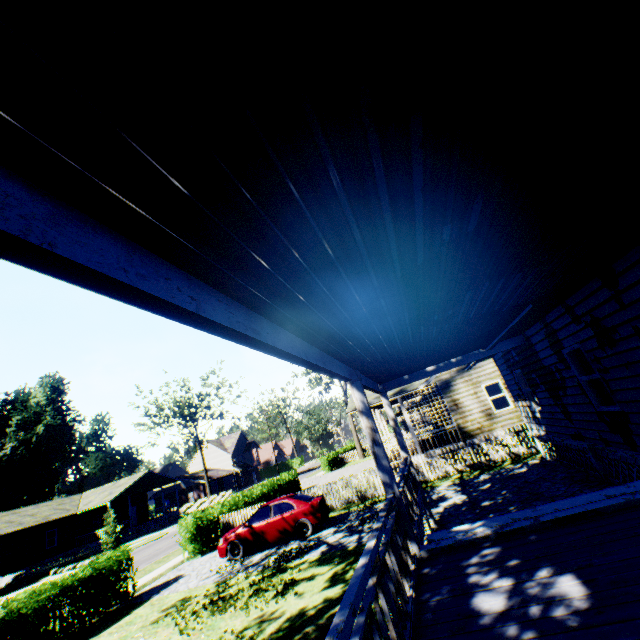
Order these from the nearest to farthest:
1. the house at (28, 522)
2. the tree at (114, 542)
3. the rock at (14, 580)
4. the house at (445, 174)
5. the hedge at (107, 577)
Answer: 1. the house at (445, 174)
2. the hedge at (107, 577)
3. the rock at (14, 580)
4. the tree at (114, 542)
5. the house at (28, 522)

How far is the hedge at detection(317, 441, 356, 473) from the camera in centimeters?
3838cm

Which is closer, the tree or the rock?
the rock

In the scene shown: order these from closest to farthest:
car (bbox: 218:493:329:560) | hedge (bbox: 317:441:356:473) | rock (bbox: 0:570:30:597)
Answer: car (bbox: 218:493:329:560), rock (bbox: 0:570:30:597), hedge (bbox: 317:441:356:473)

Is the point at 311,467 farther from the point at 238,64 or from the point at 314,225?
the point at 238,64

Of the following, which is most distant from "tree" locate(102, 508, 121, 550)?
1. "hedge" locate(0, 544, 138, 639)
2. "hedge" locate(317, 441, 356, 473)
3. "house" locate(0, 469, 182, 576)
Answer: "hedge" locate(0, 544, 138, 639)

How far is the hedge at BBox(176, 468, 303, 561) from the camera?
16.14m

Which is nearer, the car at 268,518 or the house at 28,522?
the car at 268,518
